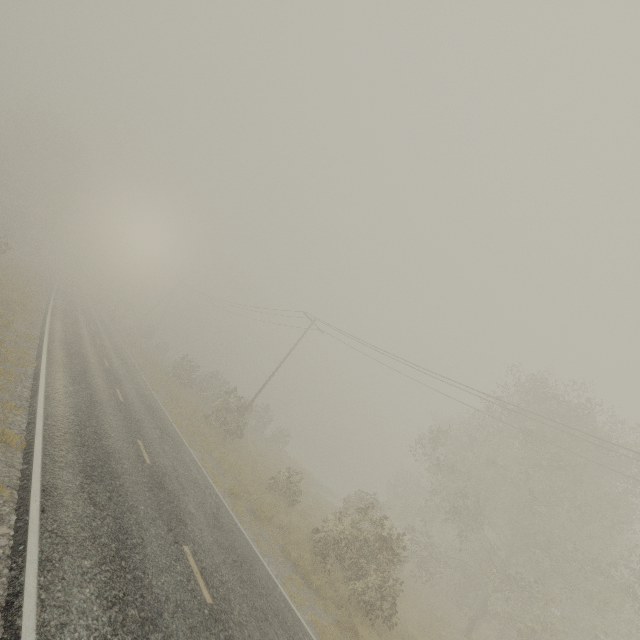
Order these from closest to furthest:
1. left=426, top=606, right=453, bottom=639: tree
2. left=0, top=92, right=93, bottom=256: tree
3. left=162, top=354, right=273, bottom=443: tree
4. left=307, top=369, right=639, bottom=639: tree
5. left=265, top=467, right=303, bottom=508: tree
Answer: left=307, top=369, right=639, bottom=639: tree < left=426, top=606, right=453, bottom=639: tree < left=265, top=467, right=303, bottom=508: tree < left=162, top=354, right=273, bottom=443: tree < left=0, top=92, right=93, bottom=256: tree

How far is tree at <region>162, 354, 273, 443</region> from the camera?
25.00m

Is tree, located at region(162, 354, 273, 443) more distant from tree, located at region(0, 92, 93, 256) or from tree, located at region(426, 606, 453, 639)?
tree, located at region(0, 92, 93, 256)

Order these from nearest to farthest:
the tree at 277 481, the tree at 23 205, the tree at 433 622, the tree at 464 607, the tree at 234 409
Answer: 1. the tree at 464 607
2. the tree at 433 622
3. the tree at 277 481
4. the tree at 234 409
5. the tree at 23 205

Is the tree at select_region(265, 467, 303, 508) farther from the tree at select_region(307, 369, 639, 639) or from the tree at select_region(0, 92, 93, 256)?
the tree at select_region(0, 92, 93, 256)

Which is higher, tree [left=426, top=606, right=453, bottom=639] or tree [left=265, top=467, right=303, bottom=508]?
tree [left=265, top=467, right=303, bottom=508]

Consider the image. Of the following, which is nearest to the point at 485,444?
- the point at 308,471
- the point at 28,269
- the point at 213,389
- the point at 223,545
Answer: the point at 223,545

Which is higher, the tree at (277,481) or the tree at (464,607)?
the tree at (464,607)
